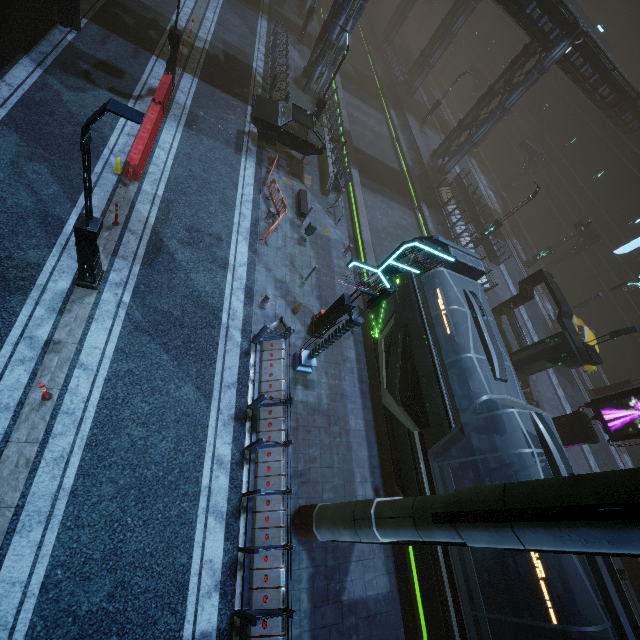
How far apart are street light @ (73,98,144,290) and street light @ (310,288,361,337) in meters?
6.7

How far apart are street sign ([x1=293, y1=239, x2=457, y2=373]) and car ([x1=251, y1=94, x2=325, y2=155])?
10.9m

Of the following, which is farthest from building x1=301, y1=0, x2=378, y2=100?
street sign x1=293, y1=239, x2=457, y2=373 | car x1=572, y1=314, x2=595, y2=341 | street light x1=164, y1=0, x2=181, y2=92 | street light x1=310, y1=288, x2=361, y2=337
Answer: car x1=572, y1=314, x2=595, y2=341

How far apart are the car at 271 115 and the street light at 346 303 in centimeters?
952cm

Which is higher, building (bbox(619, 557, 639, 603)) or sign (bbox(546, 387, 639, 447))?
sign (bbox(546, 387, 639, 447))

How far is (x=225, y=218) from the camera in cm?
1343

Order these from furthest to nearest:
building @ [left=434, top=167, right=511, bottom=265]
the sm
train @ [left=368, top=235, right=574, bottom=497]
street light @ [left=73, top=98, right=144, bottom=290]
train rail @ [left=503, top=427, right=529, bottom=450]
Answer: building @ [left=434, top=167, right=511, bottom=265] → train rail @ [left=503, top=427, right=529, bottom=450] → train @ [left=368, top=235, right=574, bottom=497] → street light @ [left=73, top=98, right=144, bottom=290] → the sm

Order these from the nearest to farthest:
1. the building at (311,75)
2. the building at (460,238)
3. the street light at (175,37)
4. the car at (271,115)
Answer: the street light at (175,37)
the car at (271,115)
the building at (311,75)
the building at (460,238)
